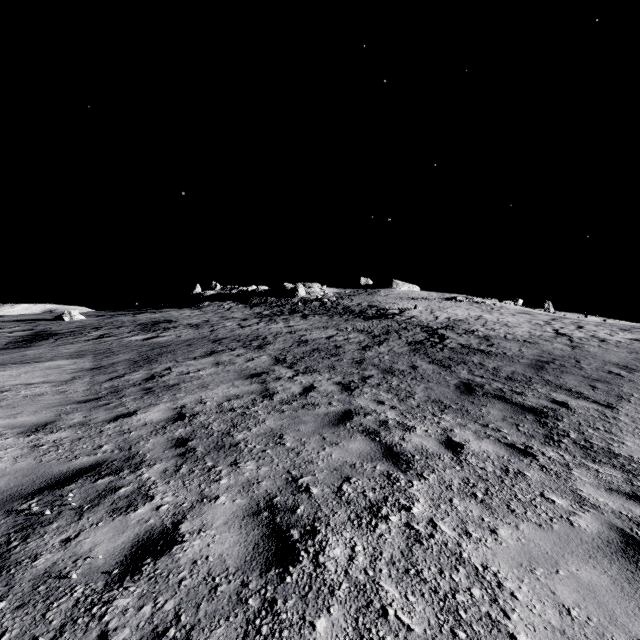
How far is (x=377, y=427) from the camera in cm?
549

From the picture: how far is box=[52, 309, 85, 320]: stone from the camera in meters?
29.1

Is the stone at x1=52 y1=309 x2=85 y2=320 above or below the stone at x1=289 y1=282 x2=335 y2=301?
below

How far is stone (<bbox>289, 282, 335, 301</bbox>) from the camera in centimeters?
4272cm

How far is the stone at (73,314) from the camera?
29.1 meters

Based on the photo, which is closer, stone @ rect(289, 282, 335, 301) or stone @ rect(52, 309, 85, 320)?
stone @ rect(52, 309, 85, 320)

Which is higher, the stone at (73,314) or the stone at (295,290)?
the stone at (295,290)
